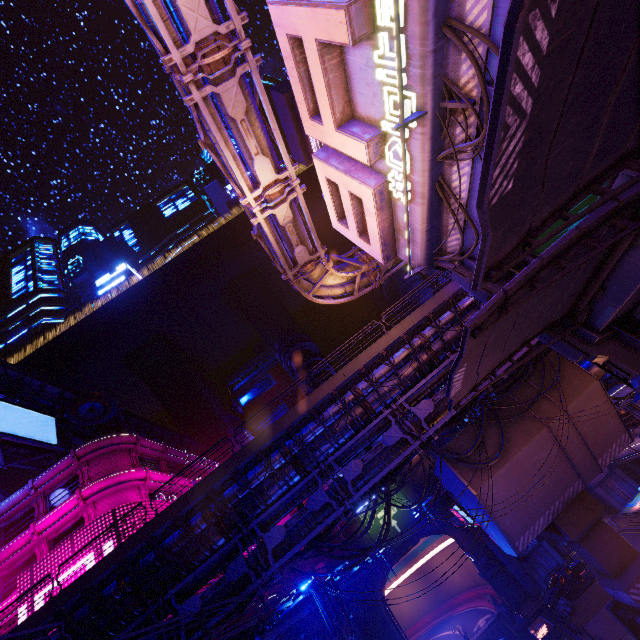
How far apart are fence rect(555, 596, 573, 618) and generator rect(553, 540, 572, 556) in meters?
12.0

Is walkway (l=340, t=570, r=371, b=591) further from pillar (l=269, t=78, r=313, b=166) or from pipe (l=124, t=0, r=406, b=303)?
pillar (l=269, t=78, r=313, b=166)

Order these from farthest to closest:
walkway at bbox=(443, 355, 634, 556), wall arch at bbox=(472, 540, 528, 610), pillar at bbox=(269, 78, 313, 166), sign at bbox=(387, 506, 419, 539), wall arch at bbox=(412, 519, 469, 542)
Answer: sign at bbox=(387, 506, 419, 539) < wall arch at bbox=(412, 519, 469, 542) < wall arch at bbox=(472, 540, 528, 610) < walkway at bbox=(443, 355, 634, 556) < pillar at bbox=(269, 78, 313, 166)

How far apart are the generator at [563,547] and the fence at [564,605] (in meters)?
11.96

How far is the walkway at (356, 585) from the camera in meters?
28.2

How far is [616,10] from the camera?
2.3 meters

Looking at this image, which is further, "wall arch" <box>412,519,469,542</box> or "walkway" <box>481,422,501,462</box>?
"wall arch" <box>412,519,469,542</box>

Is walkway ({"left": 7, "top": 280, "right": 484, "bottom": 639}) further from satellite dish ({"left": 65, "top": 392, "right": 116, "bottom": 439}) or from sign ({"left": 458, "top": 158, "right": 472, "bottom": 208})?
sign ({"left": 458, "top": 158, "right": 472, "bottom": 208})
